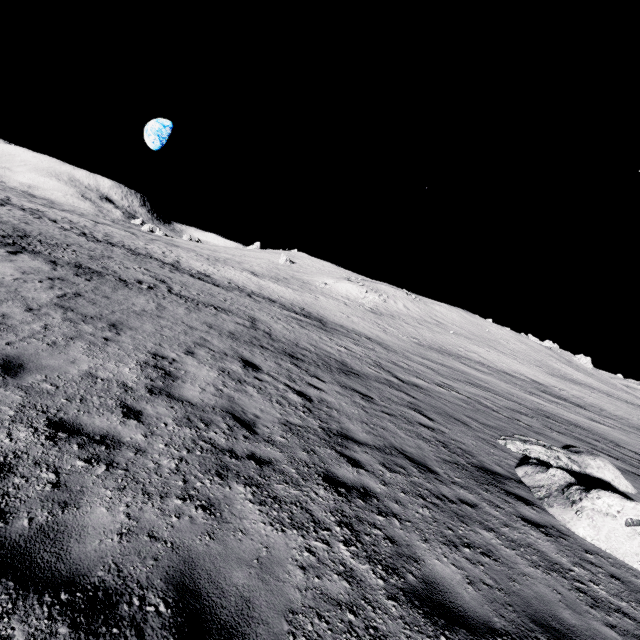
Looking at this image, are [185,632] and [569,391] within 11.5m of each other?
no
